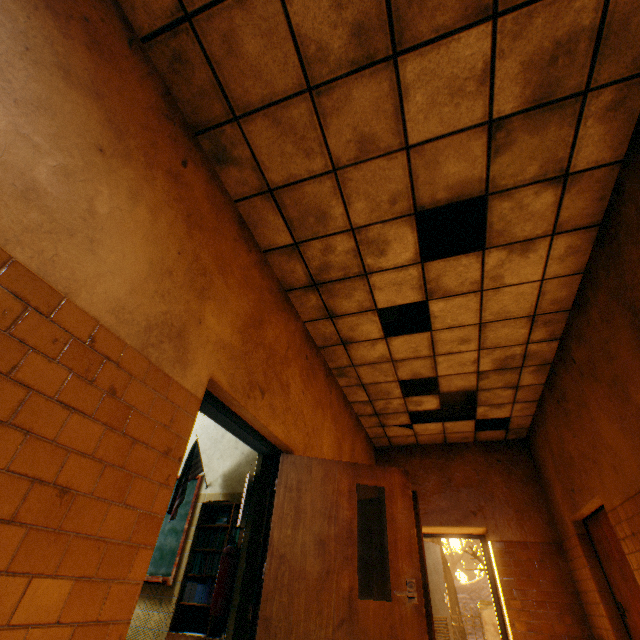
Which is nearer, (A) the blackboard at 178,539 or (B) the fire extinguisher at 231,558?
(B) the fire extinguisher at 231,558

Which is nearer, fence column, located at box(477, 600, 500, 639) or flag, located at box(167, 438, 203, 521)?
flag, located at box(167, 438, 203, 521)

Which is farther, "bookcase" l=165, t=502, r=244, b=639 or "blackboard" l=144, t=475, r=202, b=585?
"blackboard" l=144, t=475, r=202, b=585

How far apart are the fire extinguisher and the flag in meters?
1.1

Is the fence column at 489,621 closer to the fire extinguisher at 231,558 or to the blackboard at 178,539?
the blackboard at 178,539

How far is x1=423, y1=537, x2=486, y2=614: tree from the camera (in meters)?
19.25

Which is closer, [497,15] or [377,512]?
[497,15]

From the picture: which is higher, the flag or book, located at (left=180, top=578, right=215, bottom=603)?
the flag
